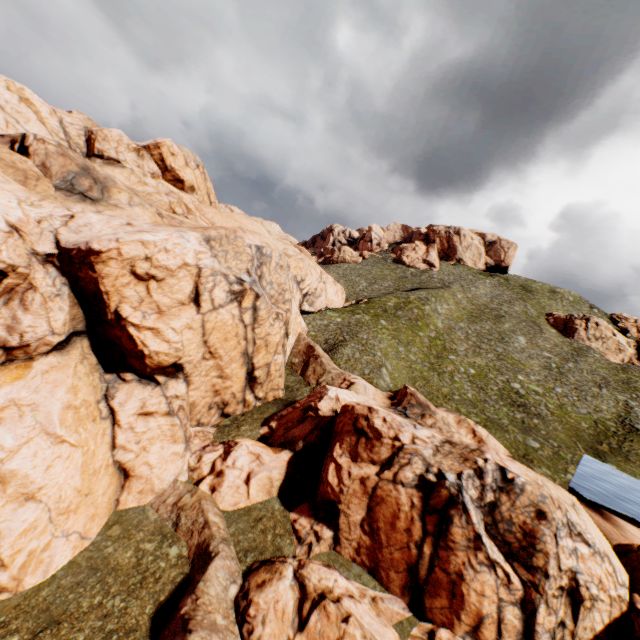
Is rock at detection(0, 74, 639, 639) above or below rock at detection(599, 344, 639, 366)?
below

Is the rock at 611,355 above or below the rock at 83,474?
above

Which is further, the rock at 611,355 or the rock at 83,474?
the rock at 611,355

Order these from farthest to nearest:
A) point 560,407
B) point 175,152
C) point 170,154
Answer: point 175,152 < point 170,154 < point 560,407

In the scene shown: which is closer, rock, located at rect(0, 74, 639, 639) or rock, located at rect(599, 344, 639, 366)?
rock, located at rect(0, 74, 639, 639)
